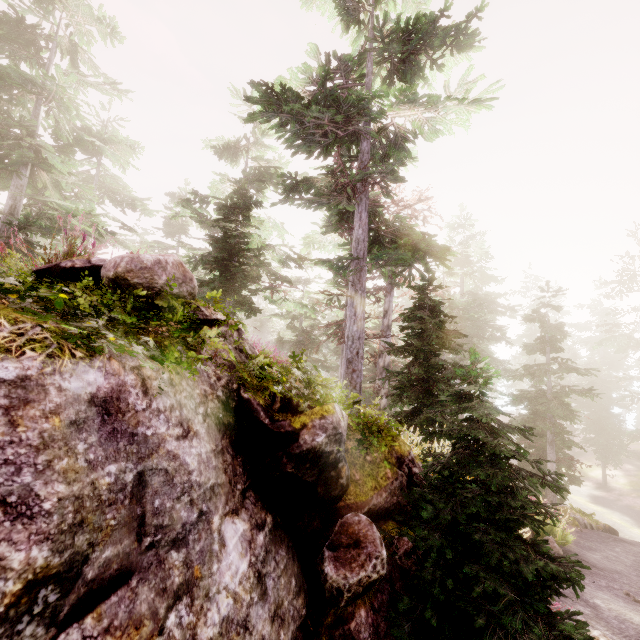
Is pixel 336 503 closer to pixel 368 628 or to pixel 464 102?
pixel 368 628

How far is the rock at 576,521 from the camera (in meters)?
15.58

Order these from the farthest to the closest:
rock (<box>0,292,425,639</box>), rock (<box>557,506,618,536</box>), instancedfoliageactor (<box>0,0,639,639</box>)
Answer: rock (<box>557,506,618,536</box>), instancedfoliageactor (<box>0,0,639,639</box>), rock (<box>0,292,425,639</box>)

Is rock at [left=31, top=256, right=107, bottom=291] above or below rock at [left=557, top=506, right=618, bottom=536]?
above

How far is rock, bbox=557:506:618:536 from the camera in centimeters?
1558cm

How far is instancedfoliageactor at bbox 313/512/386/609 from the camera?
2.9m

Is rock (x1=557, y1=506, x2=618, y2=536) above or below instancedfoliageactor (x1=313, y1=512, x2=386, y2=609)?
below
